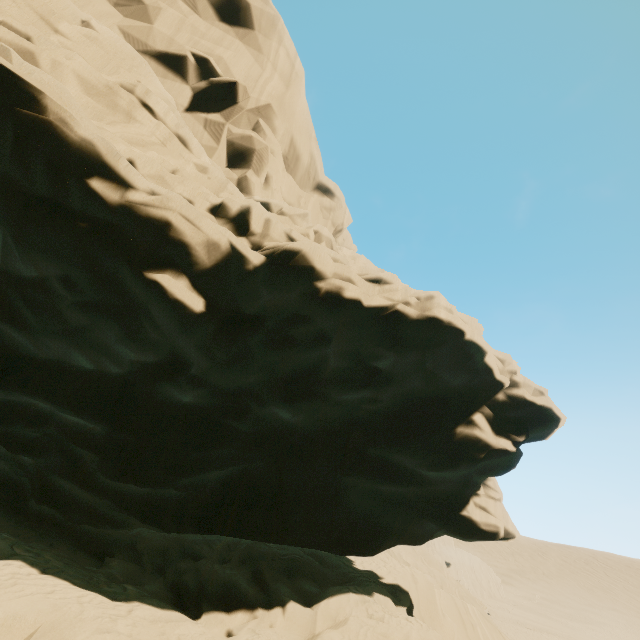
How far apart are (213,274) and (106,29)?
11.21m
